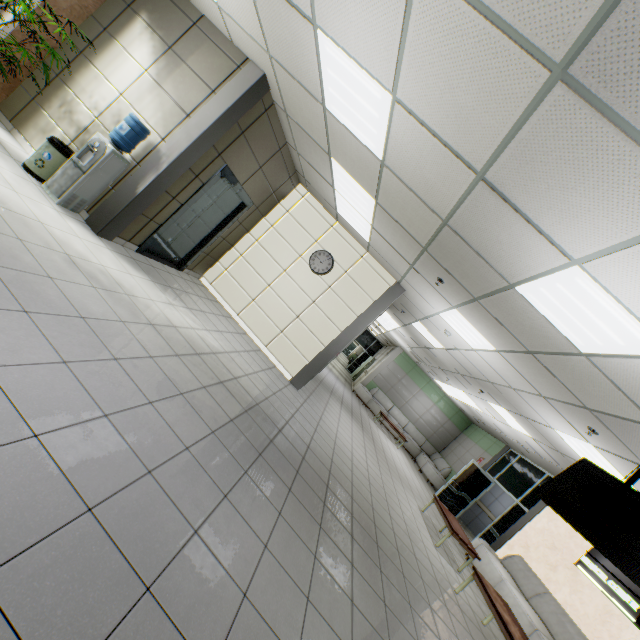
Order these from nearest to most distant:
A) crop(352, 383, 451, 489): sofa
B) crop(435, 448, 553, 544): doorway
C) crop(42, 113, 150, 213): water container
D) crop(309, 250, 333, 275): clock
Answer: crop(42, 113, 150, 213): water container → crop(309, 250, 333, 275): clock → crop(435, 448, 553, 544): doorway → crop(352, 383, 451, 489): sofa

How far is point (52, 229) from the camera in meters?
3.6

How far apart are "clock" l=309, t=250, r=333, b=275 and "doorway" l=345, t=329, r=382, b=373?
16.5 meters

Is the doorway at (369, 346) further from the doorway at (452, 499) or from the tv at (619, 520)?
the tv at (619, 520)

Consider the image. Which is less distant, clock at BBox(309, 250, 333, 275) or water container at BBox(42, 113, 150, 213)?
water container at BBox(42, 113, 150, 213)

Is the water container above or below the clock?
below

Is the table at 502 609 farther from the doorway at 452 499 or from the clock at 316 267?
the clock at 316 267

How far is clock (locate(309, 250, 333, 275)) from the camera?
7.3 meters
